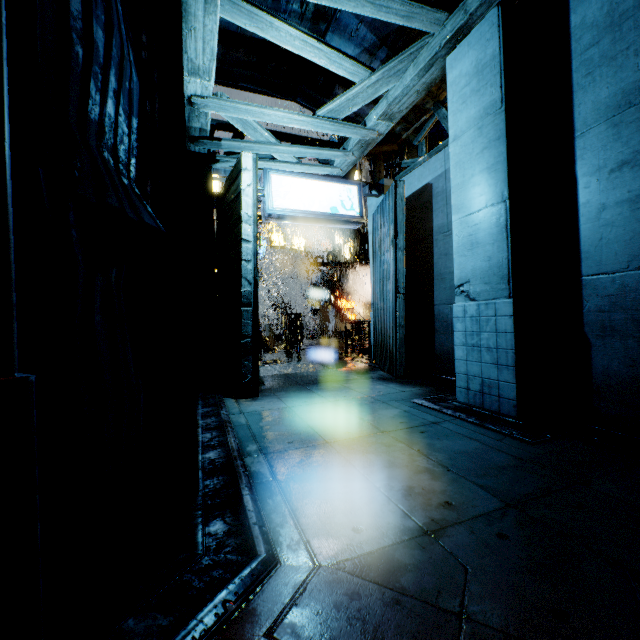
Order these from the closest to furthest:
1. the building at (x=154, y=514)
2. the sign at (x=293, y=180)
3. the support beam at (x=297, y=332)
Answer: the building at (x=154, y=514)
the sign at (x=293, y=180)
the support beam at (x=297, y=332)

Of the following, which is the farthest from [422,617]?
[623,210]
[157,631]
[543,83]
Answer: [543,83]

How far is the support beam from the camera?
21.2 meters

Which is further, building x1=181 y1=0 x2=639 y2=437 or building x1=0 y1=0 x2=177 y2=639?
building x1=181 y1=0 x2=639 y2=437

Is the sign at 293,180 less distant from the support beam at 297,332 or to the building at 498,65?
the building at 498,65

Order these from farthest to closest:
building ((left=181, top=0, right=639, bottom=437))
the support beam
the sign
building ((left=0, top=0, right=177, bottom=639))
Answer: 1. the support beam
2. the sign
3. building ((left=181, top=0, right=639, bottom=437))
4. building ((left=0, top=0, right=177, bottom=639))

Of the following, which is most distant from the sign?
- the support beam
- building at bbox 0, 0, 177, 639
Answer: the support beam
